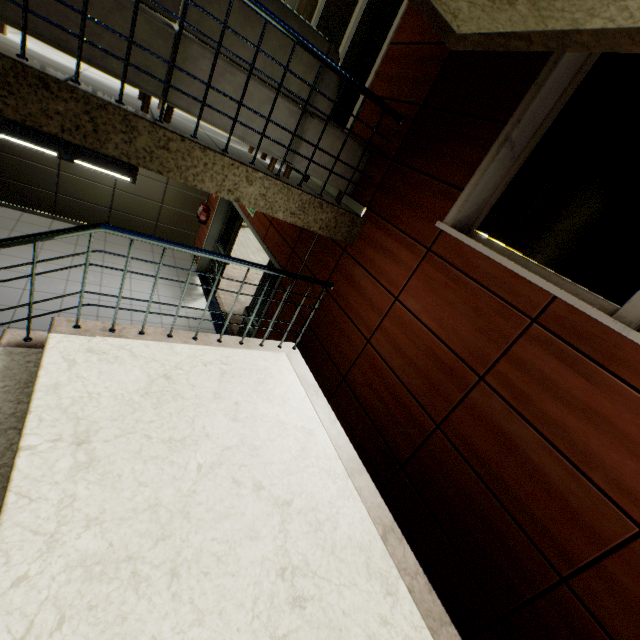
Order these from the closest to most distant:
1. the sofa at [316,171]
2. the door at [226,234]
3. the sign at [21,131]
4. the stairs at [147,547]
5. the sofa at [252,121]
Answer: the stairs at [147,547] → the sofa at [252,121] → the sofa at [316,171] → the door at [226,234] → the sign at [21,131]

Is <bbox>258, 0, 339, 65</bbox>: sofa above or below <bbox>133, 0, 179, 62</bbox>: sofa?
above

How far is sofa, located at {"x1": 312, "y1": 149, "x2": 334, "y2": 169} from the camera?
3.1 meters

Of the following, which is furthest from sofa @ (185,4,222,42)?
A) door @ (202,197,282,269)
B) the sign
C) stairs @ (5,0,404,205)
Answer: the sign

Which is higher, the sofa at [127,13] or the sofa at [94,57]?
the sofa at [127,13]

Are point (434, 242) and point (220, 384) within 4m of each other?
yes

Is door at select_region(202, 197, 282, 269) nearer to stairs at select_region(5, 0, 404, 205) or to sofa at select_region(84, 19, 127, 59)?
stairs at select_region(5, 0, 404, 205)
